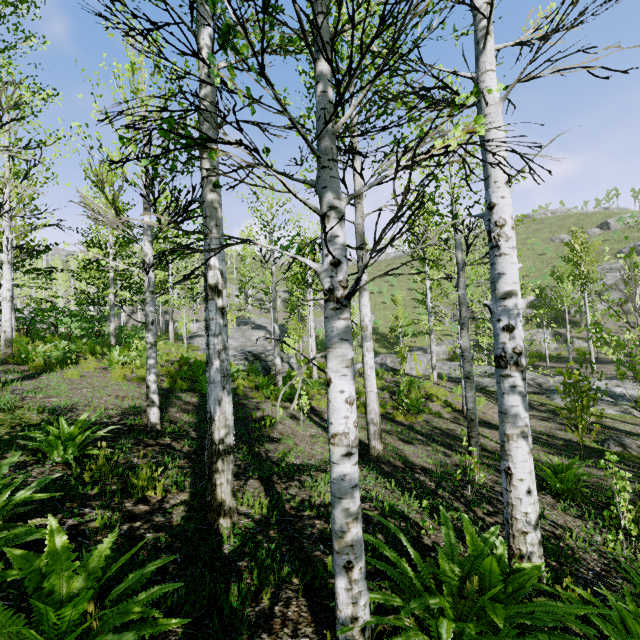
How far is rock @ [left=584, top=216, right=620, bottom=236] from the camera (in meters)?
50.06

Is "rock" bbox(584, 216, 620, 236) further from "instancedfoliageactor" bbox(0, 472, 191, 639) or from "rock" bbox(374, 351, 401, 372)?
"rock" bbox(374, 351, 401, 372)

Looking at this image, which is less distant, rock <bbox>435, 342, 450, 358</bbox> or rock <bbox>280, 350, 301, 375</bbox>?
rock <bbox>280, 350, 301, 375</bbox>

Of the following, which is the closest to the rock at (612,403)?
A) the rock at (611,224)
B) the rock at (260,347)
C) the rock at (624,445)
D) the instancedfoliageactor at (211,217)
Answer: the instancedfoliageactor at (211,217)

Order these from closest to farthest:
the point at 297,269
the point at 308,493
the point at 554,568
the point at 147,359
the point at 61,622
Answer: the point at 61,622 < the point at 554,568 < the point at 308,493 < the point at 147,359 < the point at 297,269

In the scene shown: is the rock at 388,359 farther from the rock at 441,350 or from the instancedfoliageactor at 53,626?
the rock at 441,350

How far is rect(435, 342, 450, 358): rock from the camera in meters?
33.7

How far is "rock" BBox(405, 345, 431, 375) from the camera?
20.5 meters
